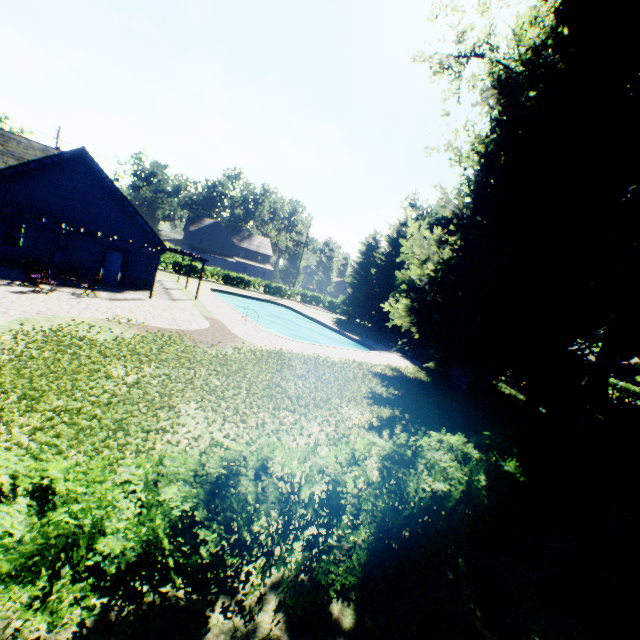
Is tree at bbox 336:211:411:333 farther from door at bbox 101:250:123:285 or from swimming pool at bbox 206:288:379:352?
door at bbox 101:250:123:285

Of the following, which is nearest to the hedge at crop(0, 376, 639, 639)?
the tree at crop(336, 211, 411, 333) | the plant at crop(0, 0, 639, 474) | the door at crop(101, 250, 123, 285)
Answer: the plant at crop(0, 0, 639, 474)

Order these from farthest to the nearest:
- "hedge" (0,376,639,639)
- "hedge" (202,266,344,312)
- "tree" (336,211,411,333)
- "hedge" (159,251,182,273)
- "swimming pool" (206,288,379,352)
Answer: "hedge" (202,266,344,312) < "hedge" (159,251,182,273) < "tree" (336,211,411,333) < "swimming pool" (206,288,379,352) < "hedge" (0,376,639,639)

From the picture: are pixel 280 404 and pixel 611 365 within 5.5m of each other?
no

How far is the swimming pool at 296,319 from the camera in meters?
25.4

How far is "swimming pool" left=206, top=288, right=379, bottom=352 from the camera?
25.4m

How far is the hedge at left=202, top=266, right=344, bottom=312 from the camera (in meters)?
43.49

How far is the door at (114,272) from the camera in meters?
21.1
